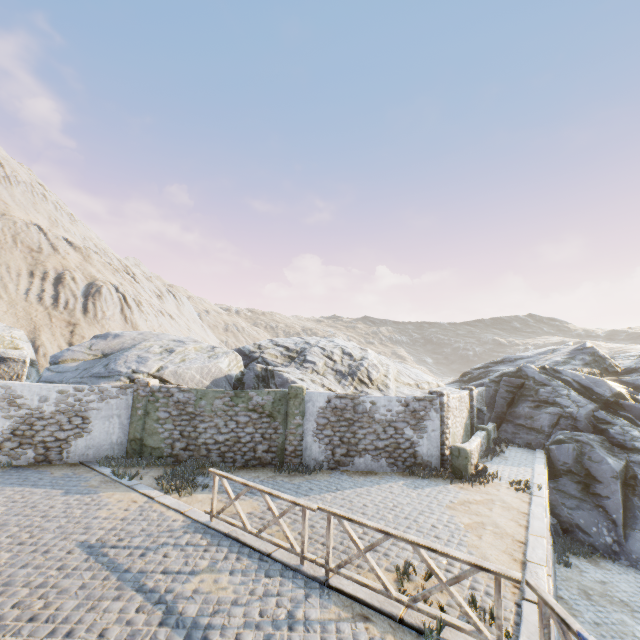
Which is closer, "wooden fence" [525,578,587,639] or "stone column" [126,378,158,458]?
"wooden fence" [525,578,587,639]

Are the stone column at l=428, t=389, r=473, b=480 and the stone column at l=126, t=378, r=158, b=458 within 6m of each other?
no

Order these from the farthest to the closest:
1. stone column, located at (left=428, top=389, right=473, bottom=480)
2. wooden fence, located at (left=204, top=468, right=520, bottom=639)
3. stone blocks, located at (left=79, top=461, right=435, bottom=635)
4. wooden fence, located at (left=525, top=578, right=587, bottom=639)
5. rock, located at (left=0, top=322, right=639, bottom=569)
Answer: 1. rock, located at (left=0, top=322, right=639, bottom=569)
2. stone column, located at (left=428, top=389, right=473, bottom=480)
3. stone blocks, located at (left=79, top=461, right=435, bottom=635)
4. wooden fence, located at (left=204, top=468, right=520, bottom=639)
5. wooden fence, located at (left=525, top=578, right=587, bottom=639)

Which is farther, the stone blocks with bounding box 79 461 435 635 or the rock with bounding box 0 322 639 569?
the rock with bounding box 0 322 639 569

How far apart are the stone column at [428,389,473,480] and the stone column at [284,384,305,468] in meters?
5.1 m

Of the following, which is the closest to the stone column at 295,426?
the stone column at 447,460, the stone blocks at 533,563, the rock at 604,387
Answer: the rock at 604,387

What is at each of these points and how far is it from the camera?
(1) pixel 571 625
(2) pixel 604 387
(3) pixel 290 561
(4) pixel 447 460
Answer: (1) wooden fence, 3.7 meters
(2) rock, 18.0 meters
(3) stone blocks, 6.6 meters
(4) stone column, 12.8 meters

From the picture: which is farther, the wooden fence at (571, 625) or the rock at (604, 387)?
the rock at (604, 387)
